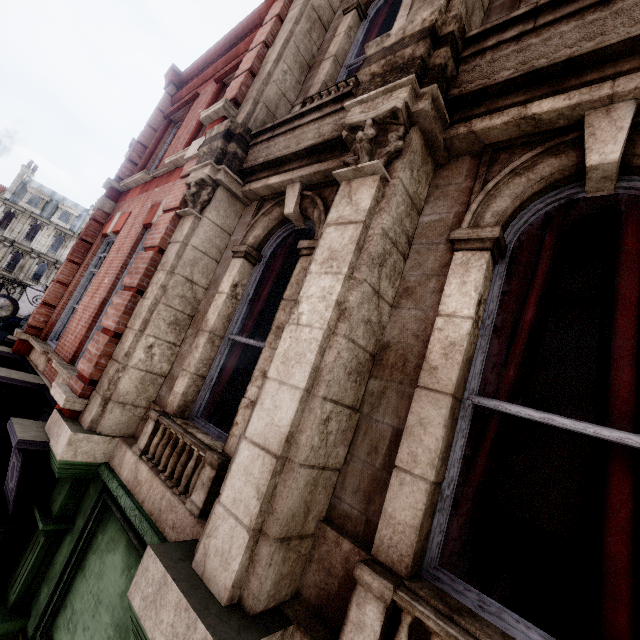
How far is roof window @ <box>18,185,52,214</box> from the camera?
38.72m

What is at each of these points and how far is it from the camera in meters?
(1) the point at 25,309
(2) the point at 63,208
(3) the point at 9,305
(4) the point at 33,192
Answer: (1) sign, 23.9
(2) roof window, 40.9
(3) clock, 12.4
(4) roof window, 39.1

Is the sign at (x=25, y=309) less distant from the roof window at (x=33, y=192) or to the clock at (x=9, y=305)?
the clock at (x=9, y=305)

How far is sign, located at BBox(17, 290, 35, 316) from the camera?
23.70m

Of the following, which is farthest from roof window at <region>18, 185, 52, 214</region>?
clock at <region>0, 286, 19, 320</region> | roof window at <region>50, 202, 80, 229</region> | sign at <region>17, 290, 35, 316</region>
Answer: clock at <region>0, 286, 19, 320</region>

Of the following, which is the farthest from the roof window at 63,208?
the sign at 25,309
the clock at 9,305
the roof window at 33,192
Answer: the clock at 9,305

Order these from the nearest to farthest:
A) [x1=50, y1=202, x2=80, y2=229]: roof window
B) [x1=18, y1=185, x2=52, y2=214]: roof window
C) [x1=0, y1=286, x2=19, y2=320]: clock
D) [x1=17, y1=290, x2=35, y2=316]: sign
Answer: [x1=0, y1=286, x2=19, y2=320]: clock < [x1=17, y1=290, x2=35, y2=316]: sign < [x1=18, y1=185, x2=52, y2=214]: roof window < [x1=50, y1=202, x2=80, y2=229]: roof window

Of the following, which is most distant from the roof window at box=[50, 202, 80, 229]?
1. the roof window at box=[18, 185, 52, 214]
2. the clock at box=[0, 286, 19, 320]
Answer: the clock at box=[0, 286, 19, 320]
